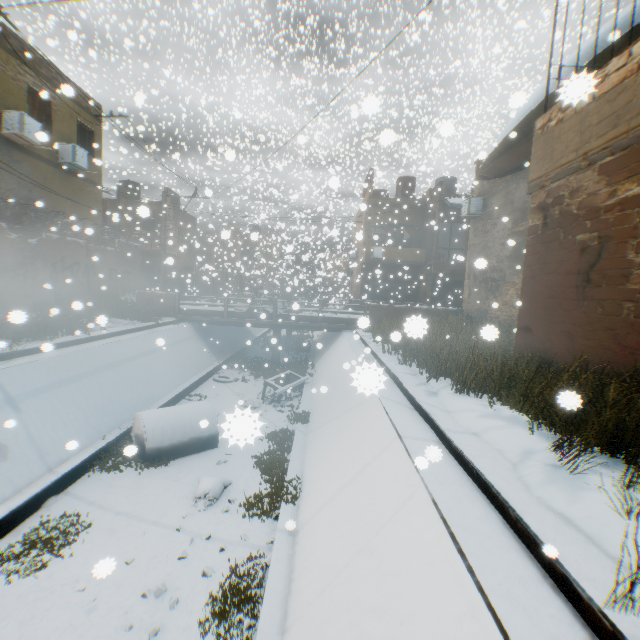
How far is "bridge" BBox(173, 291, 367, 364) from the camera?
16.70m

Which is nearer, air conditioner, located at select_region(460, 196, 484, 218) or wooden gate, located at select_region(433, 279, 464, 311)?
air conditioner, located at select_region(460, 196, 484, 218)

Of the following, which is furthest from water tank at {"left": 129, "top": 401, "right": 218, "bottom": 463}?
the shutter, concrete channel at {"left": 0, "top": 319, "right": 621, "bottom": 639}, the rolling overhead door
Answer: the shutter

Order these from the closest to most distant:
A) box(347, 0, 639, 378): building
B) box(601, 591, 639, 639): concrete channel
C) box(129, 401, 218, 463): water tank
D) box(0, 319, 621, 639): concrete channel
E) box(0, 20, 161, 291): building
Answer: box(601, 591, 639, 639): concrete channel, box(0, 319, 621, 639): concrete channel, box(347, 0, 639, 378): building, box(129, 401, 218, 463): water tank, box(0, 20, 161, 291): building

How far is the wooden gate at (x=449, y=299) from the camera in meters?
25.2 m

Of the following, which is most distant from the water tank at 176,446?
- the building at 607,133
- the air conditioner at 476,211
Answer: the air conditioner at 476,211

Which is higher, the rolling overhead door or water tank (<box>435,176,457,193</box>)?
water tank (<box>435,176,457,193</box>)

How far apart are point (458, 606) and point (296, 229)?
21.2m
